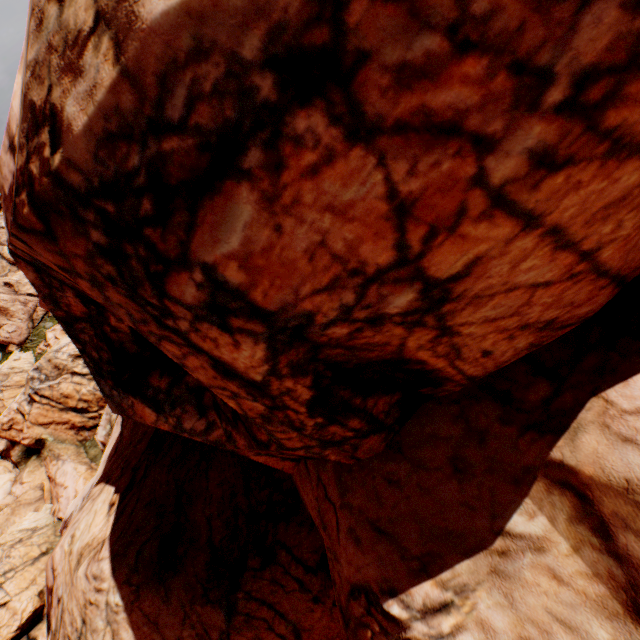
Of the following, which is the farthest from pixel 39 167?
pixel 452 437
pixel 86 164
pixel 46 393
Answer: pixel 46 393
